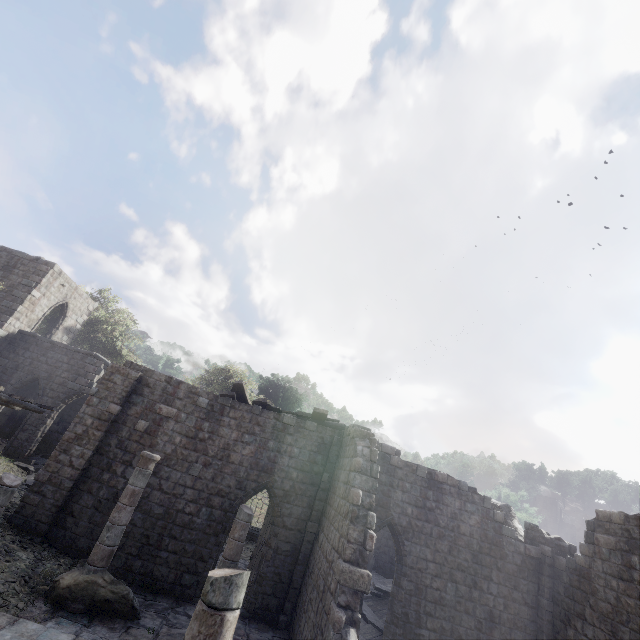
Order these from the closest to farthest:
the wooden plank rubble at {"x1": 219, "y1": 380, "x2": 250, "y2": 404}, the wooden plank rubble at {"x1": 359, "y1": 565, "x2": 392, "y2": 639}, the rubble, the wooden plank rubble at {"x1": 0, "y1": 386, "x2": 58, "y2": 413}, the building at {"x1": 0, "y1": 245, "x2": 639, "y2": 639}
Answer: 1. the building at {"x1": 0, "y1": 245, "x2": 639, "y2": 639}
2. the wooden plank rubble at {"x1": 0, "y1": 386, "x2": 58, "y2": 413}
3. the wooden plank rubble at {"x1": 359, "y1": 565, "x2": 392, "y2": 639}
4. the wooden plank rubble at {"x1": 219, "y1": 380, "x2": 250, "y2": 404}
5. the rubble

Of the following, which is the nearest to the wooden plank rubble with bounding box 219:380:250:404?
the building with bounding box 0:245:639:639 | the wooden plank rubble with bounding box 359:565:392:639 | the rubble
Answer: the building with bounding box 0:245:639:639

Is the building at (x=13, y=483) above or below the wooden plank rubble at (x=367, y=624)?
above

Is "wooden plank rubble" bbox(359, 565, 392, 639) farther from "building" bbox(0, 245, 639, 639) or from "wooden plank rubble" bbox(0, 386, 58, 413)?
"wooden plank rubble" bbox(0, 386, 58, 413)

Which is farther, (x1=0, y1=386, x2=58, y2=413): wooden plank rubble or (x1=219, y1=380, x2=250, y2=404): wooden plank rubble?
(x1=219, y1=380, x2=250, y2=404): wooden plank rubble

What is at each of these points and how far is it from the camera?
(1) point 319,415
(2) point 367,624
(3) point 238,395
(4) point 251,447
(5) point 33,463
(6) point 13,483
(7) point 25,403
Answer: (1) wooden plank rubble, 14.3m
(2) wooden plank rubble, 13.4m
(3) wooden plank rubble, 14.6m
(4) building, 13.5m
(5) rubble, 17.3m
(6) building, 9.4m
(7) wooden plank rubble, 13.0m

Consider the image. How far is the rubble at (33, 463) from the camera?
15.2 meters
